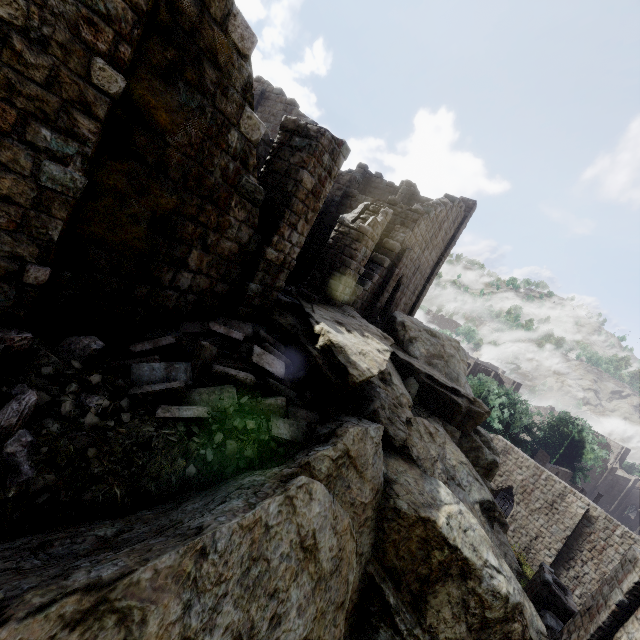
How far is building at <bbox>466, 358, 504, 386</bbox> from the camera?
50.4 meters

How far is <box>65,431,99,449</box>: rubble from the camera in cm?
380

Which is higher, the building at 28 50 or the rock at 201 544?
the building at 28 50

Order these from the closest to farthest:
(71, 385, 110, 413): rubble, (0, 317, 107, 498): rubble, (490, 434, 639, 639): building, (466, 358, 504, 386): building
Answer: (0, 317, 107, 498): rubble < (71, 385, 110, 413): rubble < (490, 434, 639, 639): building < (466, 358, 504, 386): building

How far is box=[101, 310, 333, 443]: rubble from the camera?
5.21m

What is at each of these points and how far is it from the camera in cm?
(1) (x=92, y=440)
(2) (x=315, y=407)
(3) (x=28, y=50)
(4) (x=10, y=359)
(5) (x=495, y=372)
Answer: (1) rubble, 389
(2) rubble, 733
(3) building, 330
(4) rubble, 407
(5) building, 5134

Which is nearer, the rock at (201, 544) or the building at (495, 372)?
the rock at (201, 544)

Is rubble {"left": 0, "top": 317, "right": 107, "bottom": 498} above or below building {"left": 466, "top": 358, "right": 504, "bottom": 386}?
below
